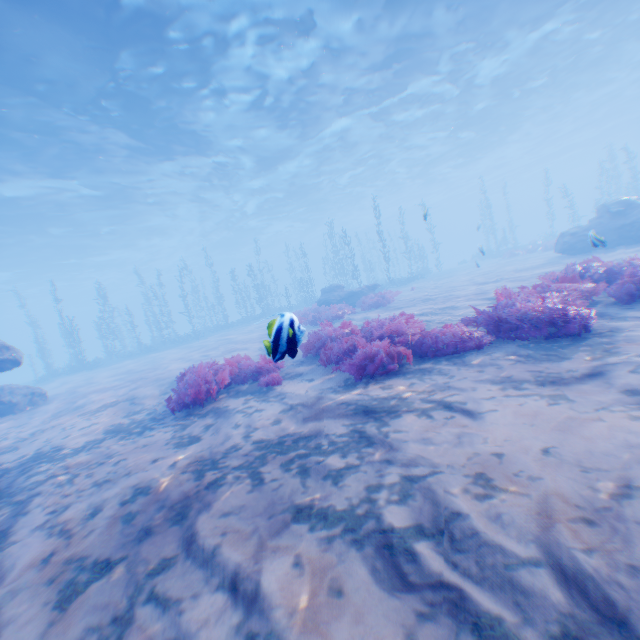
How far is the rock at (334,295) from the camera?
19.47m

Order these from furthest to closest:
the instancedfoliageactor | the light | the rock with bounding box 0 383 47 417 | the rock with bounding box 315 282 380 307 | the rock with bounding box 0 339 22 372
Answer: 1. the rock with bounding box 315 282 380 307
2. the light
3. the rock with bounding box 0 383 47 417
4. the rock with bounding box 0 339 22 372
5. the instancedfoliageactor

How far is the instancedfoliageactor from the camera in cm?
625

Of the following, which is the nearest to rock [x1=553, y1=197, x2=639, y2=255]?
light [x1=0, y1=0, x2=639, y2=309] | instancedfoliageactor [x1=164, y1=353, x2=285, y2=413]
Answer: light [x1=0, y1=0, x2=639, y2=309]

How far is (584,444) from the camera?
2.51m

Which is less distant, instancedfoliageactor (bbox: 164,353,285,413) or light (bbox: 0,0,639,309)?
instancedfoliageactor (bbox: 164,353,285,413)

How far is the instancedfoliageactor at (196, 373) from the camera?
6.3 meters
